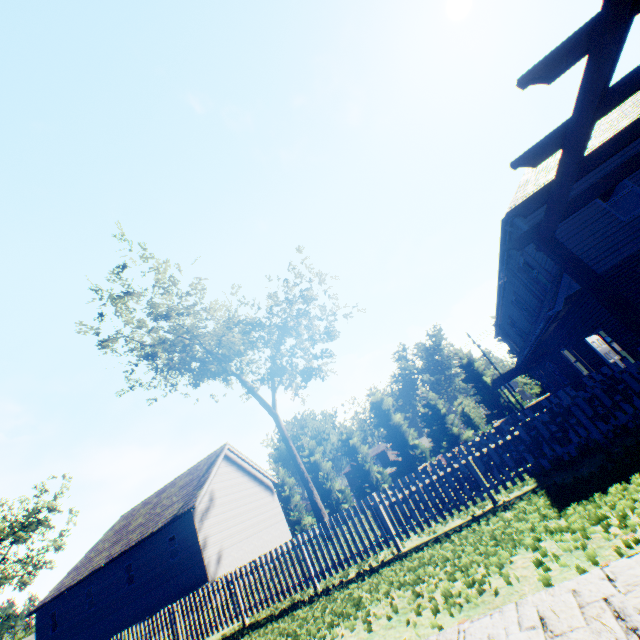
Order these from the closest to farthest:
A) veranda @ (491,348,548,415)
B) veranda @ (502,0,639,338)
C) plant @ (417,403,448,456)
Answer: veranda @ (502,0,639,338) < veranda @ (491,348,548,415) < plant @ (417,403,448,456)

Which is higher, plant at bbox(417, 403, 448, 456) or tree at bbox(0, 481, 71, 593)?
tree at bbox(0, 481, 71, 593)

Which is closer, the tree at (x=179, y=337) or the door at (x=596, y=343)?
the door at (x=596, y=343)

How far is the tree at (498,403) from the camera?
32.9 meters

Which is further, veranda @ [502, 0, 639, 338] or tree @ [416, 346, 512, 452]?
tree @ [416, 346, 512, 452]

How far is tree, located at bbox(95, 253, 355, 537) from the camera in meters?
20.3

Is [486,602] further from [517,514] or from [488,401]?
[488,401]
